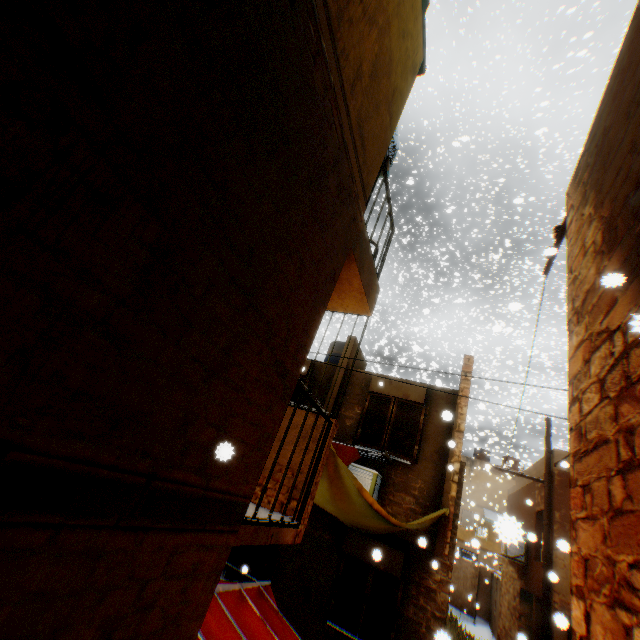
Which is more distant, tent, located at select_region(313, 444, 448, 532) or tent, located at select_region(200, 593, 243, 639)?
tent, located at select_region(313, 444, 448, 532)

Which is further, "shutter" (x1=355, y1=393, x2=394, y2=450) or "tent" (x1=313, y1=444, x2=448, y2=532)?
"shutter" (x1=355, y1=393, x2=394, y2=450)

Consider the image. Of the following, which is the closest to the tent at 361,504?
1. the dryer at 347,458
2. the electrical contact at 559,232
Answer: the dryer at 347,458

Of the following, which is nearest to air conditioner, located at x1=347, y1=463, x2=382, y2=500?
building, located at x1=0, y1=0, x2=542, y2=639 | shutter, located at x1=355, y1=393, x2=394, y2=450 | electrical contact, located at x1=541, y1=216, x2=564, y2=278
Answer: building, located at x1=0, y1=0, x2=542, y2=639

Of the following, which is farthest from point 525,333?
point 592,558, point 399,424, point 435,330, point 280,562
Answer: point 592,558

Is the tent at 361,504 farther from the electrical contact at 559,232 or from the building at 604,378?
the electrical contact at 559,232

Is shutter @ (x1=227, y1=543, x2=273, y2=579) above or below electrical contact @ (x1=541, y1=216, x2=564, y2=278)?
below

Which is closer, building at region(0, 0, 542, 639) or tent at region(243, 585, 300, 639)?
building at region(0, 0, 542, 639)
